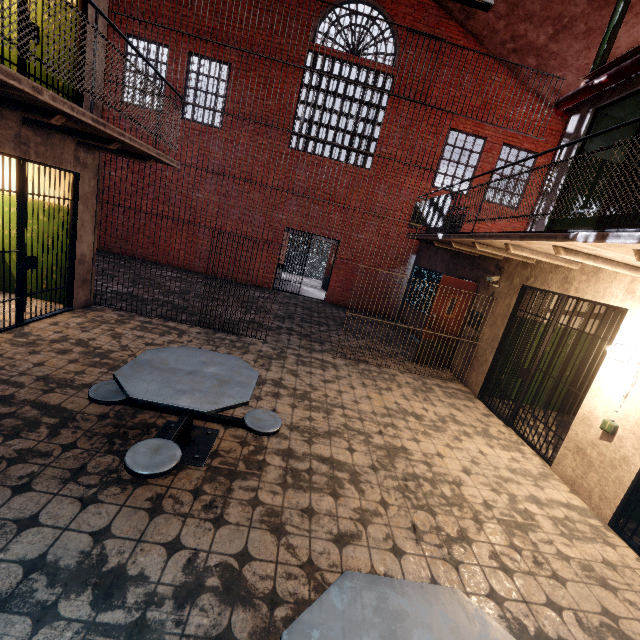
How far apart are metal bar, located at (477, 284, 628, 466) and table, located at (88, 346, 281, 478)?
4.03m

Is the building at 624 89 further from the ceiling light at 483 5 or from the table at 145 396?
the table at 145 396

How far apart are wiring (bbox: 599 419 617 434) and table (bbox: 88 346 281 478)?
3.9m

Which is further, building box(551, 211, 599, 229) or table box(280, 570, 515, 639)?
building box(551, 211, 599, 229)

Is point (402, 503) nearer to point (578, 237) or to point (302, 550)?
point (302, 550)

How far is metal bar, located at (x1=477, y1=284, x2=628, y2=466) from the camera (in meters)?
4.48

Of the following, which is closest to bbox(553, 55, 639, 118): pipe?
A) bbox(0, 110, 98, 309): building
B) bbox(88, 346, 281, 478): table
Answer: bbox(0, 110, 98, 309): building

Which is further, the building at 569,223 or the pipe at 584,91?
the building at 569,223
